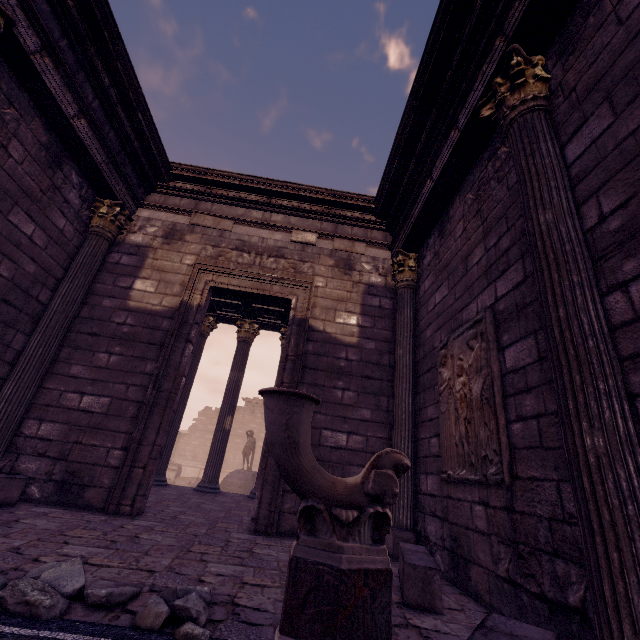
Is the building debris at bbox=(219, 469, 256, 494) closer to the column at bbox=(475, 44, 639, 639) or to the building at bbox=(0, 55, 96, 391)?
the building at bbox=(0, 55, 96, 391)

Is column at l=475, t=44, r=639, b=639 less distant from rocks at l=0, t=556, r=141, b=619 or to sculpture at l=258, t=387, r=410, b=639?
sculpture at l=258, t=387, r=410, b=639

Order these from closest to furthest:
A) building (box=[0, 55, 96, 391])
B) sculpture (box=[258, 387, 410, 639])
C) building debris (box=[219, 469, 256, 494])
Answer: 1. sculpture (box=[258, 387, 410, 639])
2. building (box=[0, 55, 96, 391])
3. building debris (box=[219, 469, 256, 494])

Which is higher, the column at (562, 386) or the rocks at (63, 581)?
the column at (562, 386)

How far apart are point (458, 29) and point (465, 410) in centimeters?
454cm

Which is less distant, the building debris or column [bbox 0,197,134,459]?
column [bbox 0,197,134,459]

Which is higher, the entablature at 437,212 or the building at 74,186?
the entablature at 437,212
